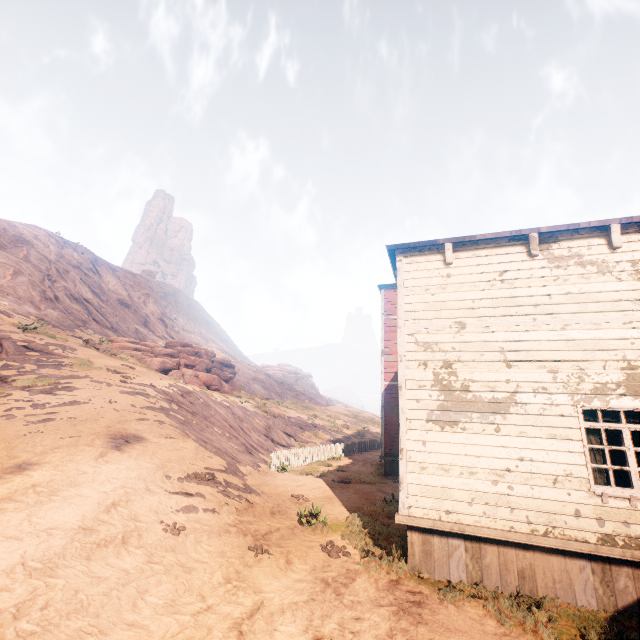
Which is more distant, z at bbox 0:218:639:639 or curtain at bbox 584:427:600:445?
curtain at bbox 584:427:600:445

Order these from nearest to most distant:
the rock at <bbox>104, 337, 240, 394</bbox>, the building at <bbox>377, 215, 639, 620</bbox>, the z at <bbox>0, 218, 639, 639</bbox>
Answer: the z at <bbox>0, 218, 639, 639</bbox>
the building at <bbox>377, 215, 639, 620</bbox>
the rock at <bbox>104, 337, 240, 394</bbox>

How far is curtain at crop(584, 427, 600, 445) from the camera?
6.03m

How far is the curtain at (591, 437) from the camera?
6.03m

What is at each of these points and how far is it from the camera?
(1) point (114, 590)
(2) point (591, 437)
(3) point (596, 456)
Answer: (1) z, 4.7m
(2) curtain, 6.1m
(3) curtain, 6.0m

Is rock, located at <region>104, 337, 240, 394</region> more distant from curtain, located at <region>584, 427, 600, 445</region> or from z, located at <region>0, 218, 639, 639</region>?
curtain, located at <region>584, 427, 600, 445</region>

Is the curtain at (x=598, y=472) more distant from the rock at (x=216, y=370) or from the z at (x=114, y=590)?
the rock at (x=216, y=370)

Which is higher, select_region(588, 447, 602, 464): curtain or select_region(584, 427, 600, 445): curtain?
select_region(584, 427, 600, 445): curtain
